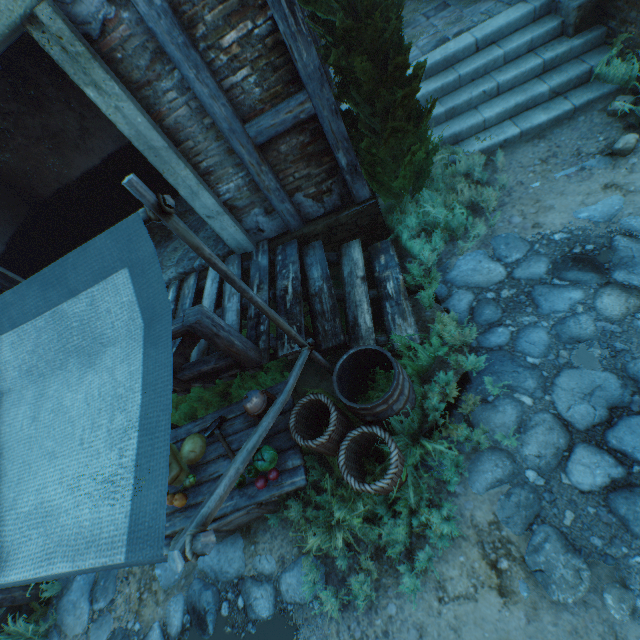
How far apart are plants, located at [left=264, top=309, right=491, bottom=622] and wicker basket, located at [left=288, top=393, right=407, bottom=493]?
0.01m

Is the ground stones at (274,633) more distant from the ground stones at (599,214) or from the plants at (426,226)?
the plants at (426,226)

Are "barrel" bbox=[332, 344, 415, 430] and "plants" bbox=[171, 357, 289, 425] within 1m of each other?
no

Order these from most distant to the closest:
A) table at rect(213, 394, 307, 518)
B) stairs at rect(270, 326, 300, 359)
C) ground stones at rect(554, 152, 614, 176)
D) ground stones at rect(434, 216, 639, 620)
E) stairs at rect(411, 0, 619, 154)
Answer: stairs at rect(411, 0, 619, 154), ground stones at rect(554, 152, 614, 176), stairs at rect(270, 326, 300, 359), table at rect(213, 394, 307, 518), ground stones at rect(434, 216, 639, 620)

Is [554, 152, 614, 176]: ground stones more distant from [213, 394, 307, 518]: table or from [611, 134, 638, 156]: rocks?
[213, 394, 307, 518]: table

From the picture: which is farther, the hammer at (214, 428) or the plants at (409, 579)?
the hammer at (214, 428)

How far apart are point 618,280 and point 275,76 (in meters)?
4.09

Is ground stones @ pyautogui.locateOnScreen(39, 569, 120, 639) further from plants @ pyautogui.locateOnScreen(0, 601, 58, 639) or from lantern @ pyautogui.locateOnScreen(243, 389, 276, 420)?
lantern @ pyautogui.locateOnScreen(243, 389, 276, 420)
